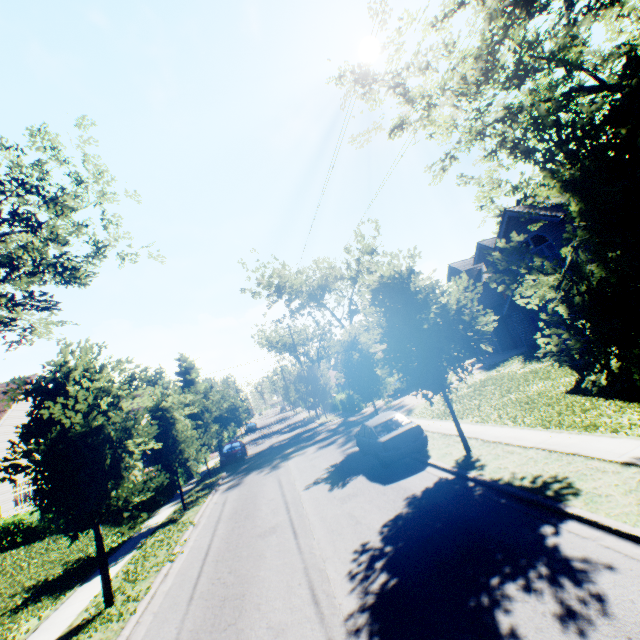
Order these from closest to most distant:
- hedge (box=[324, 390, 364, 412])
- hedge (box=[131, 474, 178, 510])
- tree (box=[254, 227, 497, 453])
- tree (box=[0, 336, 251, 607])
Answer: tree (box=[0, 336, 251, 607]) → tree (box=[254, 227, 497, 453]) → hedge (box=[131, 474, 178, 510]) → hedge (box=[324, 390, 364, 412])

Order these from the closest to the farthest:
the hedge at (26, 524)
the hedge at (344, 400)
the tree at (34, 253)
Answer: the tree at (34, 253) < the hedge at (26, 524) < the hedge at (344, 400)

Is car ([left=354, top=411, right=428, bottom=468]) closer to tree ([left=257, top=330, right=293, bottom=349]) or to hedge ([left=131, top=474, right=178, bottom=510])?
tree ([left=257, top=330, right=293, bottom=349])

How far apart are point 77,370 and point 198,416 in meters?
15.2

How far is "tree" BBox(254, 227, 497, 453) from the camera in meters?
10.3

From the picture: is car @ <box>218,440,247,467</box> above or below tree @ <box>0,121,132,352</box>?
below

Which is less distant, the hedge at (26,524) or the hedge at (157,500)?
the hedge at (26,524)

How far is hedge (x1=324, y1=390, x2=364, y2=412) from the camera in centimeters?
3244cm
